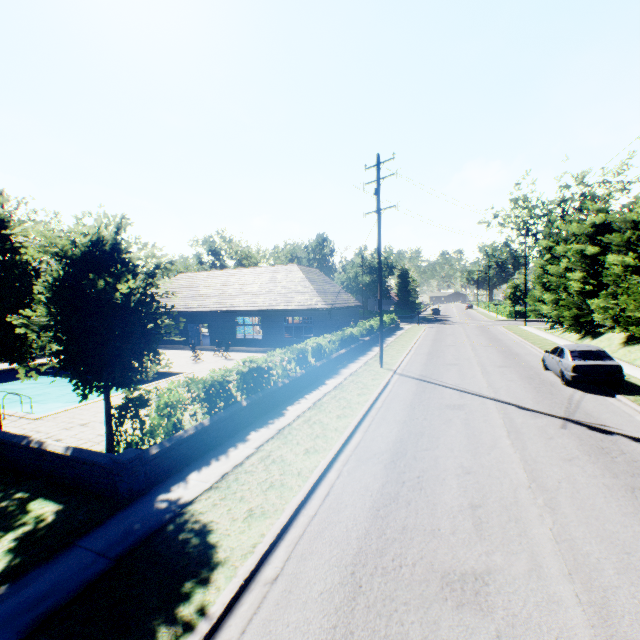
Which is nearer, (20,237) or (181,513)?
(181,513)

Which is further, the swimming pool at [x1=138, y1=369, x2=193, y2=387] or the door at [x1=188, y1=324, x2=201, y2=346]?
the door at [x1=188, y1=324, x2=201, y2=346]

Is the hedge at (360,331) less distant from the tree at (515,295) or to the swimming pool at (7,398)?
the tree at (515,295)

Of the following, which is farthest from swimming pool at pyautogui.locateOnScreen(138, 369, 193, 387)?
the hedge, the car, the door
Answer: the car

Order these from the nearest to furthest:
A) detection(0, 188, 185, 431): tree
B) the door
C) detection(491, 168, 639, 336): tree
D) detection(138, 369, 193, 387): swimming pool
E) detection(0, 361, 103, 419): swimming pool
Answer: detection(0, 188, 185, 431): tree
detection(0, 361, 103, 419): swimming pool
detection(138, 369, 193, 387): swimming pool
detection(491, 168, 639, 336): tree
the door

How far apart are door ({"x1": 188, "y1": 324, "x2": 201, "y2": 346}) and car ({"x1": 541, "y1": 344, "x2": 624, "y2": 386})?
27.4m

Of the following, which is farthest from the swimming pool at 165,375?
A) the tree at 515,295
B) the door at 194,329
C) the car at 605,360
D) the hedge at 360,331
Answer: the car at 605,360

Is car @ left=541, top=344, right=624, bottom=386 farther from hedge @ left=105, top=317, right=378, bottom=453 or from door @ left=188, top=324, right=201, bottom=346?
door @ left=188, top=324, right=201, bottom=346
